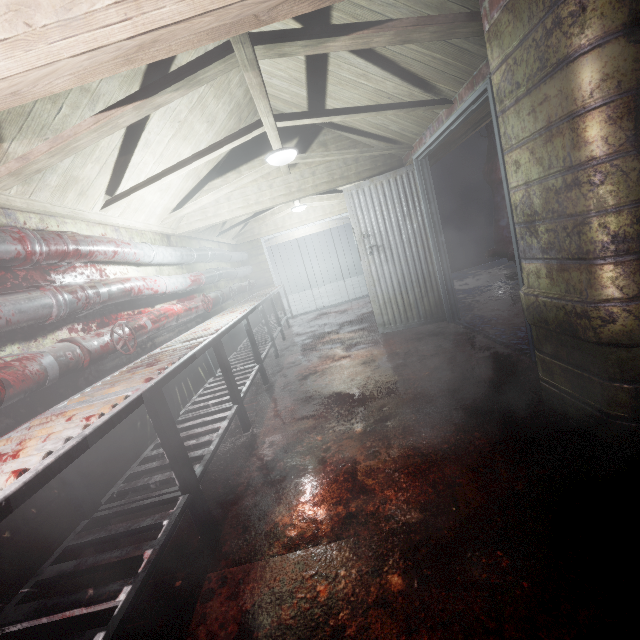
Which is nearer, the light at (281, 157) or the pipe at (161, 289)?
the pipe at (161, 289)

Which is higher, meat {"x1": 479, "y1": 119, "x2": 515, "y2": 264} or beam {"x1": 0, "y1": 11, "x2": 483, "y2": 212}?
beam {"x1": 0, "y1": 11, "x2": 483, "y2": 212}

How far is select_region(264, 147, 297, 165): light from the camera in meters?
3.1 m

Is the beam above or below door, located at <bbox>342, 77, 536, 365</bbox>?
above

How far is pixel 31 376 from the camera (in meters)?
1.58

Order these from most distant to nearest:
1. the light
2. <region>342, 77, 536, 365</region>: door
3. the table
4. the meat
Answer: the meat → the light → <region>342, 77, 536, 365</region>: door → the table

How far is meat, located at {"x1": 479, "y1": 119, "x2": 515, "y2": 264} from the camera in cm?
397

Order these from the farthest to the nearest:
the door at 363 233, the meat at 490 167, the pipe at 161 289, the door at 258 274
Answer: the door at 258 274, the meat at 490 167, the door at 363 233, the pipe at 161 289
